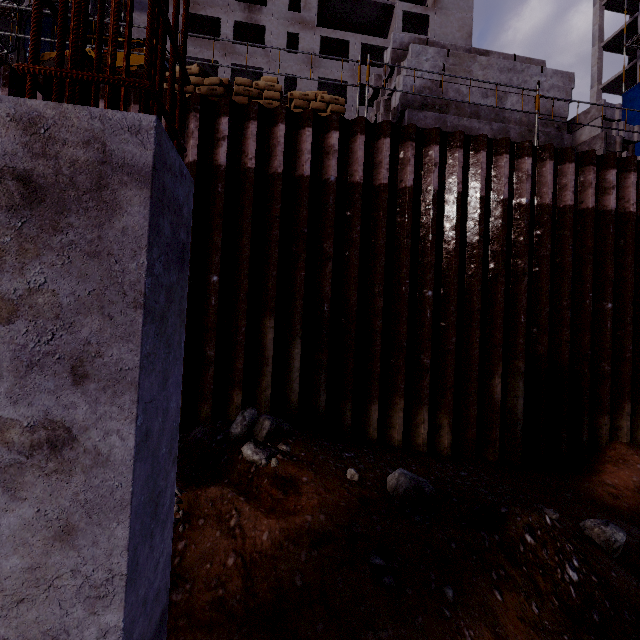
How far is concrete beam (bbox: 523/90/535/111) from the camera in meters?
7.3 m

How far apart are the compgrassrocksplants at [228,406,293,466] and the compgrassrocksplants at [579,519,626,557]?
3.8 meters

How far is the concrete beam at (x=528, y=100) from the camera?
7.30m

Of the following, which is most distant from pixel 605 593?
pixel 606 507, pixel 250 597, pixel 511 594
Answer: pixel 250 597

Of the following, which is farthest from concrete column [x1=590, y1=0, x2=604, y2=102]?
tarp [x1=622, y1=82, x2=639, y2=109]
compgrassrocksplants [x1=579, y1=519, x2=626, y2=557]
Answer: compgrassrocksplants [x1=579, y1=519, x2=626, y2=557]

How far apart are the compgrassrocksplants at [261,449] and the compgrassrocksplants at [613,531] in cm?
381

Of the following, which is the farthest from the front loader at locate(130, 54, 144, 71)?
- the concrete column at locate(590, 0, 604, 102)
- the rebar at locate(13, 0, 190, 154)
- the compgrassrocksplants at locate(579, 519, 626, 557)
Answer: the concrete column at locate(590, 0, 604, 102)

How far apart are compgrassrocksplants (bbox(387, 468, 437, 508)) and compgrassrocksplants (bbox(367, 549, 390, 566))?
0.8 meters
